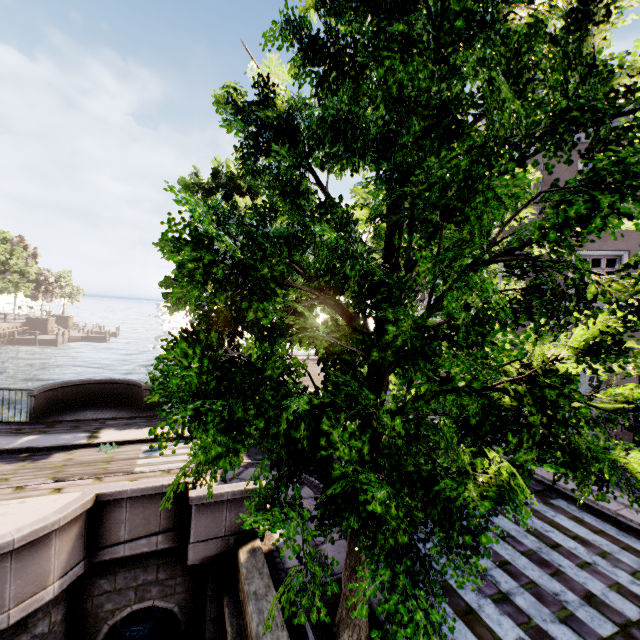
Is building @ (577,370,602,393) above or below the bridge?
above

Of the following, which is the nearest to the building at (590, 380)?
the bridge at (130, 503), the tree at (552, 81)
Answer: the tree at (552, 81)

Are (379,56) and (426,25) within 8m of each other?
yes

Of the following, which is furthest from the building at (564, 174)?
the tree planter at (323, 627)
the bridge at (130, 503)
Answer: the bridge at (130, 503)

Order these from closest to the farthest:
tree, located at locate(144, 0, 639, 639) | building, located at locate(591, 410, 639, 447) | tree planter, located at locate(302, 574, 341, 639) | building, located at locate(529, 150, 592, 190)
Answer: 1. tree, located at locate(144, 0, 639, 639)
2. tree planter, located at locate(302, 574, 341, 639)
3. building, located at locate(591, 410, 639, 447)
4. building, located at locate(529, 150, 592, 190)

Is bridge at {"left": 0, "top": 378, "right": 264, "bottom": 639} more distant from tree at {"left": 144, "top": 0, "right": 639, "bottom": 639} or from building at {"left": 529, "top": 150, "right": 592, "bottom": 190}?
building at {"left": 529, "top": 150, "right": 592, "bottom": 190}

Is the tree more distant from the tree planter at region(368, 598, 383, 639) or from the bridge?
the bridge

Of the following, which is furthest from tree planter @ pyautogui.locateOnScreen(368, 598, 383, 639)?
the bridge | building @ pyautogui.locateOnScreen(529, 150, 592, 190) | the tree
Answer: building @ pyautogui.locateOnScreen(529, 150, 592, 190)
